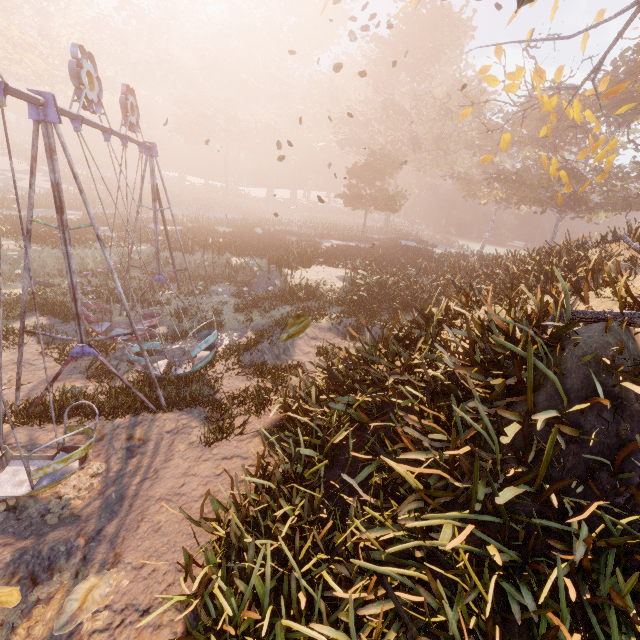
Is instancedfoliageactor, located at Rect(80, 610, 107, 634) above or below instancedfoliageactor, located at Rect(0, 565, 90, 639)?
above

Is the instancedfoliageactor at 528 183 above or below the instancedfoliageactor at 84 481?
above

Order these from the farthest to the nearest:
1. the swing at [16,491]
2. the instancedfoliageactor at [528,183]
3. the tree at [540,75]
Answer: the tree at [540,75]
the swing at [16,491]
the instancedfoliageactor at [528,183]

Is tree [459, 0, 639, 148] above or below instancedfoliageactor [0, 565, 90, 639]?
above

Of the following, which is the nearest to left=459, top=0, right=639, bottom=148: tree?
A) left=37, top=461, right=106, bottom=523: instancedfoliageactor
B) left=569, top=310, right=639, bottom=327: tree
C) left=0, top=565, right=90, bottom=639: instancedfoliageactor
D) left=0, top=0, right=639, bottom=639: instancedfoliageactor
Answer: left=569, top=310, right=639, bottom=327: tree

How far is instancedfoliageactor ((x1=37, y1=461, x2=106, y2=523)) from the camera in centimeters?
546cm

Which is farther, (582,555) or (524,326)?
(524,326)

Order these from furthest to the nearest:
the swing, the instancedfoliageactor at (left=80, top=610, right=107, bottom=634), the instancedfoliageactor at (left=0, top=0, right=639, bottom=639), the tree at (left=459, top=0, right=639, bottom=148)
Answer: the tree at (left=459, top=0, right=639, bottom=148) < the swing < the instancedfoliageactor at (left=80, top=610, right=107, bottom=634) < the instancedfoliageactor at (left=0, top=0, right=639, bottom=639)
